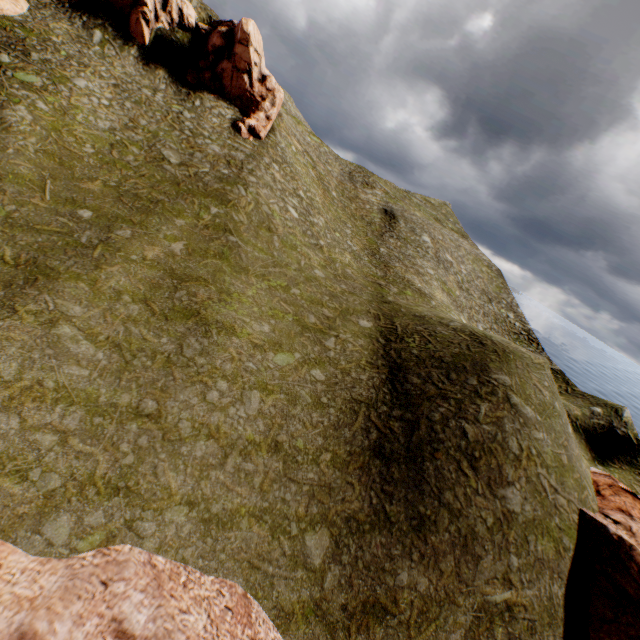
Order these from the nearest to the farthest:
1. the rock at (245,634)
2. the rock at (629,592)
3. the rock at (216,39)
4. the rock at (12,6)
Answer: the rock at (245,634), the rock at (629,592), the rock at (12,6), the rock at (216,39)

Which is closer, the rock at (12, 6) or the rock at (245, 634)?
the rock at (245, 634)

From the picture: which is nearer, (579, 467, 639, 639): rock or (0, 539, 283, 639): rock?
(0, 539, 283, 639): rock

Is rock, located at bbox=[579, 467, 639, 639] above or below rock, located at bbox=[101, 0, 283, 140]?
below

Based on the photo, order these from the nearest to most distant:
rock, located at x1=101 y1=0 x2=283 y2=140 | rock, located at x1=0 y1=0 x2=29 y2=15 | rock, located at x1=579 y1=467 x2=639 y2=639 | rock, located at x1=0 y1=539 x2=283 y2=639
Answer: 1. rock, located at x1=0 y1=539 x2=283 y2=639
2. rock, located at x1=579 y1=467 x2=639 y2=639
3. rock, located at x1=0 y1=0 x2=29 y2=15
4. rock, located at x1=101 y1=0 x2=283 y2=140

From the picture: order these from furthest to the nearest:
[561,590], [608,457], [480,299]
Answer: [480,299] → [608,457] → [561,590]

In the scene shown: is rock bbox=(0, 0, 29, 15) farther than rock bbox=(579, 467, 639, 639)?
Yes
